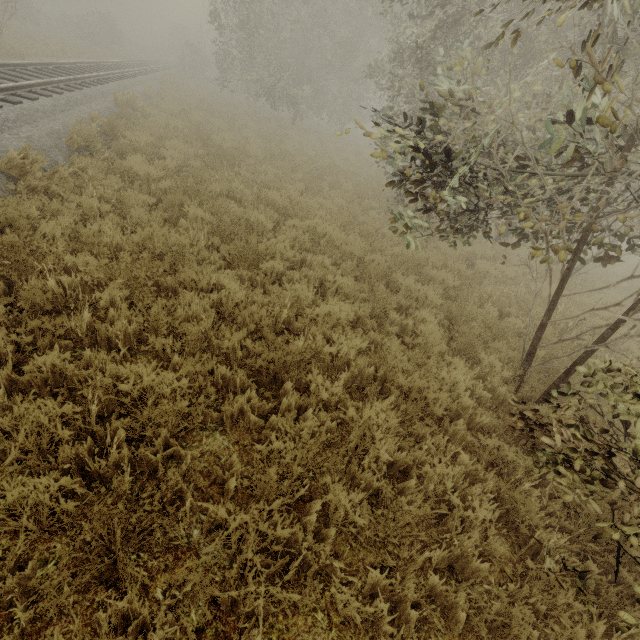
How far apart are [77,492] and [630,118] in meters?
8.2 m

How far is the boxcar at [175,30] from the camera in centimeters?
5041cm

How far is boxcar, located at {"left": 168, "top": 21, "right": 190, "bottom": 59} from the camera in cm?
5041
